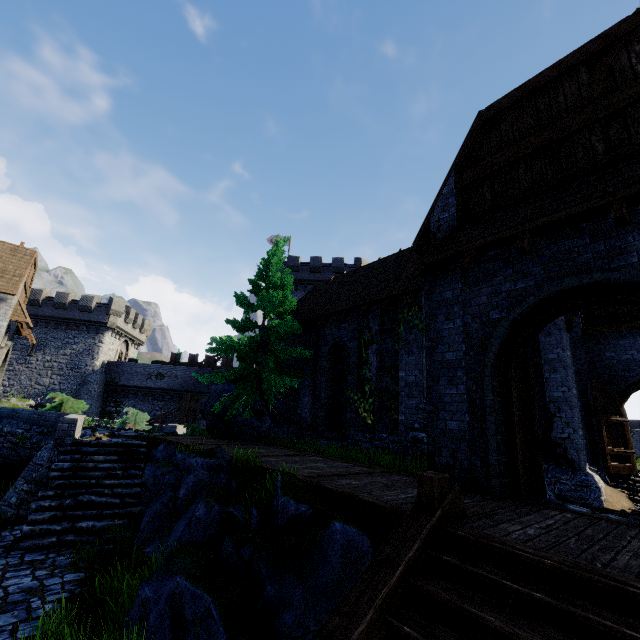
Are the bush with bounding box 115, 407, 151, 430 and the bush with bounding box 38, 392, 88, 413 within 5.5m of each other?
yes

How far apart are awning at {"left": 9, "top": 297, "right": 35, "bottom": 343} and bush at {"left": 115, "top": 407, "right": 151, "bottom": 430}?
6.47m

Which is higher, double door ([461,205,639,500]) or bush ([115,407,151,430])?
double door ([461,205,639,500])

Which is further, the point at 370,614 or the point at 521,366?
the point at 521,366

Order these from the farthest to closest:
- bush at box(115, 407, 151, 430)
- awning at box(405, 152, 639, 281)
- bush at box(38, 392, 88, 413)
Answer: bush at box(115, 407, 151, 430) → bush at box(38, 392, 88, 413) → awning at box(405, 152, 639, 281)

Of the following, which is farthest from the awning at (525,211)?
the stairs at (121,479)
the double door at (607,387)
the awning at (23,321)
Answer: the awning at (23,321)

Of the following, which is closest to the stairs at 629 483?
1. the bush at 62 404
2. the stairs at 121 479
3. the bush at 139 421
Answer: the stairs at 121 479

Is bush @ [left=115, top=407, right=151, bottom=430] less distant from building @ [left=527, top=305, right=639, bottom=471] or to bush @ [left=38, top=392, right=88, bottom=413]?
bush @ [left=38, top=392, right=88, bottom=413]
